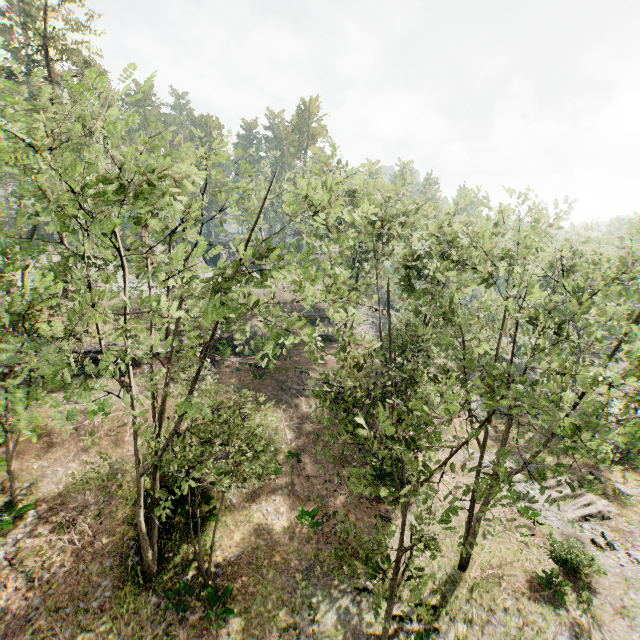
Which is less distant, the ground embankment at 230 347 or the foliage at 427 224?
the foliage at 427 224

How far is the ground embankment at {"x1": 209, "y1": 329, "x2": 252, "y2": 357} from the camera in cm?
2892

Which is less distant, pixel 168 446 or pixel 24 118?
pixel 168 446

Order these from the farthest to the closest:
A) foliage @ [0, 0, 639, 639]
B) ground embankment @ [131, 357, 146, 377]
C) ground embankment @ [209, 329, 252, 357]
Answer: ground embankment @ [209, 329, 252, 357]
ground embankment @ [131, 357, 146, 377]
foliage @ [0, 0, 639, 639]

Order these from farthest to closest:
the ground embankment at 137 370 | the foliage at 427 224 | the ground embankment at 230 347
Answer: the ground embankment at 230 347, the ground embankment at 137 370, the foliage at 427 224

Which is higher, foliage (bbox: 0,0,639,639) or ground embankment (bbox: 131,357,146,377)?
foliage (bbox: 0,0,639,639)
